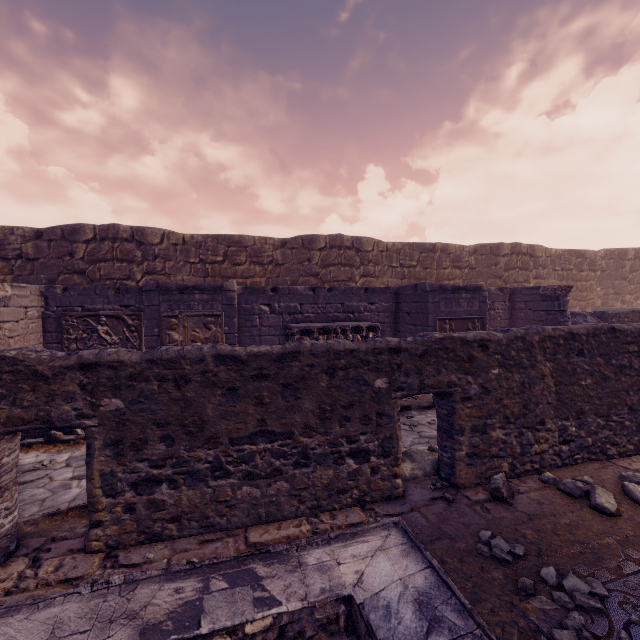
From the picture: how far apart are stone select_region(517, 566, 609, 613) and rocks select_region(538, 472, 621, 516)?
1.16m

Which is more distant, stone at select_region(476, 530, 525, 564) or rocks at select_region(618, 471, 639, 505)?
rocks at select_region(618, 471, 639, 505)

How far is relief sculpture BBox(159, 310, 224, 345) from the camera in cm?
689

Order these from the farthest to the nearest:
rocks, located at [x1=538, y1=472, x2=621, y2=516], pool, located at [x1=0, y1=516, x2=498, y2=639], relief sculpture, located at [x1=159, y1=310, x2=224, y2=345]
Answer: relief sculpture, located at [x1=159, y1=310, x2=224, y2=345], rocks, located at [x1=538, y1=472, x2=621, y2=516], pool, located at [x1=0, y1=516, x2=498, y2=639]

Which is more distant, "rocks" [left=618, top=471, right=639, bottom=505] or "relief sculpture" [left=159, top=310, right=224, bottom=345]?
"relief sculpture" [left=159, top=310, right=224, bottom=345]

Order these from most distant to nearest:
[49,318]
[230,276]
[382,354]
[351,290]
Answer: [230,276]
[351,290]
[49,318]
[382,354]

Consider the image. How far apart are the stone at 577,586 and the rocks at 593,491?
1.2m

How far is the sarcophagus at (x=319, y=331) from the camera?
8.0 meters
